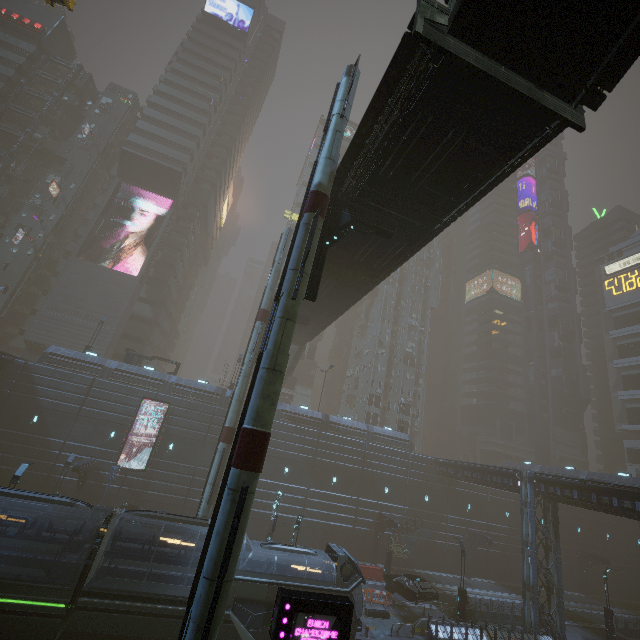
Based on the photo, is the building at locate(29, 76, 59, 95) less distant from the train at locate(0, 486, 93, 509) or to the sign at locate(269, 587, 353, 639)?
the train at locate(0, 486, 93, 509)

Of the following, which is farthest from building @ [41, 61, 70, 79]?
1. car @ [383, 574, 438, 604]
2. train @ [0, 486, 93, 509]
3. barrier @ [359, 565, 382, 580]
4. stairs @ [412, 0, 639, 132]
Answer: stairs @ [412, 0, 639, 132]

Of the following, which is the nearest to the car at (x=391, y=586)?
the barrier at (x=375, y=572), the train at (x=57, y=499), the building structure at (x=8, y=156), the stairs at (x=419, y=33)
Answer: the barrier at (x=375, y=572)

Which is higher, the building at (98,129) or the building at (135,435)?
the building at (98,129)

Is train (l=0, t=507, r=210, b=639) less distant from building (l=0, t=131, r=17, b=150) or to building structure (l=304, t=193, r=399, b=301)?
building (l=0, t=131, r=17, b=150)

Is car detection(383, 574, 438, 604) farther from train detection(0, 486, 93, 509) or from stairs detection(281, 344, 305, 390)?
stairs detection(281, 344, 305, 390)

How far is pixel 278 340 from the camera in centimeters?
1028cm

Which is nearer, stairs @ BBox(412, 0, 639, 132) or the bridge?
stairs @ BBox(412, 0, 639, 132)
